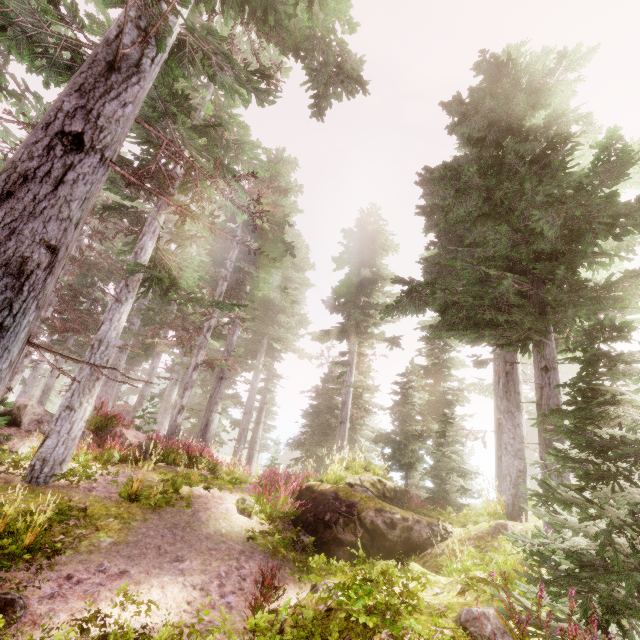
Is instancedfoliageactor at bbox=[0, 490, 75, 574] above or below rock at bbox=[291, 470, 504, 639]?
below

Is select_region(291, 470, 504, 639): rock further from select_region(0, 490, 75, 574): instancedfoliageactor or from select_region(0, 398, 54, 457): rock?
select_region(0, 398, 54, 457): rock

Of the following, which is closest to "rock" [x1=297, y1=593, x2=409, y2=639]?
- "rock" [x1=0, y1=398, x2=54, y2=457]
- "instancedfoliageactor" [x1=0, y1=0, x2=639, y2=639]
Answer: "instancedfoliageactor" [x1=0, y1=0, x2=639, y2=639]

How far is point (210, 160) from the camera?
10.16m

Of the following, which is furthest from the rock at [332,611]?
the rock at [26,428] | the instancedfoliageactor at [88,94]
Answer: the rock at [26,428]
